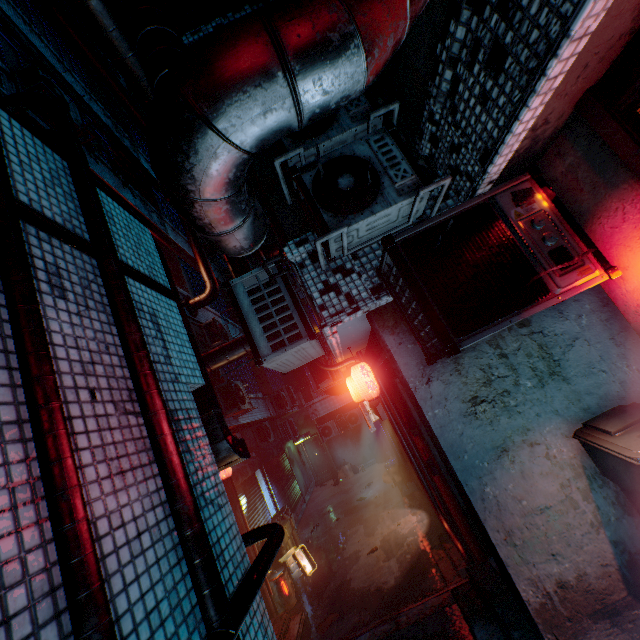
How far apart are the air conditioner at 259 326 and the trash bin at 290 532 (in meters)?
6.24

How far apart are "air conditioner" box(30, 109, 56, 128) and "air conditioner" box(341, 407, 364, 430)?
13.1m

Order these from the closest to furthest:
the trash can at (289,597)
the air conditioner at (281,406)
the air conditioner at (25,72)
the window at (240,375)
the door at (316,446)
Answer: the air conditioner at (25,72)
the trash can at (289,597)
the window at (240,375)
the air conditioner at (281,406)
the door at (316,446)

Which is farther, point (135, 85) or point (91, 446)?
point (135, 85)

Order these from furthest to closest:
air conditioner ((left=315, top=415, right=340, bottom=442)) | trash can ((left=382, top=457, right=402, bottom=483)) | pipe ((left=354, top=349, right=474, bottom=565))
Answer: air conditioner ((left=315, top=415, right=340, bottom=442)), trash can ((left=382, top=457, right=402, bottom=483)), pipe ((left=354, top=349, right=474, bottom=565))

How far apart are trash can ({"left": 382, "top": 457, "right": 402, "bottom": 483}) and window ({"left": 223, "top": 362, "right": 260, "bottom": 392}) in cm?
509

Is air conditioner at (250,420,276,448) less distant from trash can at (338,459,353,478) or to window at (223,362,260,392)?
window at (223,362,260,392)

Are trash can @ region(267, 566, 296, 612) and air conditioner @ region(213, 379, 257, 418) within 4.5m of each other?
yes
